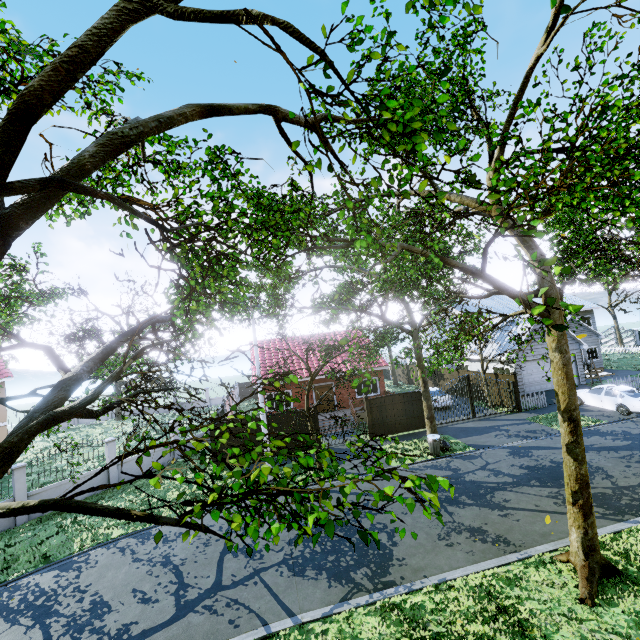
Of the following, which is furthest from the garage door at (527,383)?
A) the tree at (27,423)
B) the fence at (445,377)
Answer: the fence at (445,377)

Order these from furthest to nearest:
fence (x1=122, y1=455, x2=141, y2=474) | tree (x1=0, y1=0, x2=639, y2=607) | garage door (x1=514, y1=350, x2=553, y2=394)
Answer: garage door (x1=514, y1=350, x2=553, y2=394)
fence (x1=122, y1=455, x2=141, y2=474)
tree (x1=0, y1=0, x2=639, y2=607)

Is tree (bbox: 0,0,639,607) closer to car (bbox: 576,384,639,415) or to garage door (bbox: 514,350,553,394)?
garage door (bbox: 514,350,553,394)

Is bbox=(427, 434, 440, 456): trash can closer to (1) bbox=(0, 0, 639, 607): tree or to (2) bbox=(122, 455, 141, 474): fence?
(1) bbox=(0, 0, 639, 607): tree

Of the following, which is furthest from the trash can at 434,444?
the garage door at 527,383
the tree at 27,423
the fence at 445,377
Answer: the garage door at 527,383

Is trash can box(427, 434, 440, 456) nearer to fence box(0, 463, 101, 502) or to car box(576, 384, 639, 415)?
fence box(0, 463, 101, 502)

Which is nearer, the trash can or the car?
the trash can

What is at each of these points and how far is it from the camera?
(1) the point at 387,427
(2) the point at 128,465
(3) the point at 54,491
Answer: (1) fence, 19.7 meters
(2) fence, 17.8 meters
(3) fence, 15.1 meters
